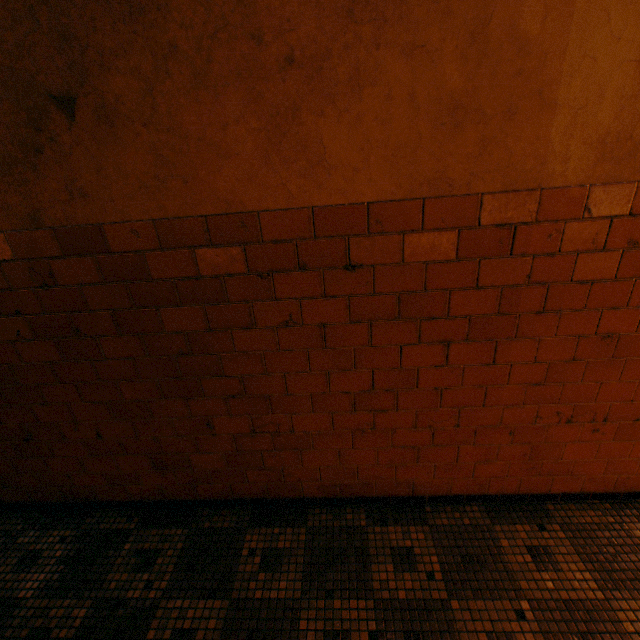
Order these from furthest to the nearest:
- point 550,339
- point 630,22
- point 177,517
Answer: point 177,517
point 550,339
point 630,22
